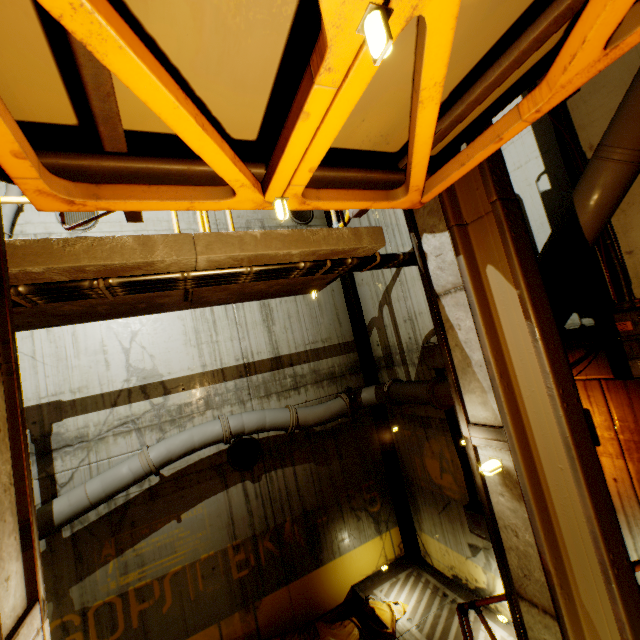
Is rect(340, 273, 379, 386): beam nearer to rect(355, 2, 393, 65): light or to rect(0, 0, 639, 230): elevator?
rect(0, 0, 639, 230): elevator

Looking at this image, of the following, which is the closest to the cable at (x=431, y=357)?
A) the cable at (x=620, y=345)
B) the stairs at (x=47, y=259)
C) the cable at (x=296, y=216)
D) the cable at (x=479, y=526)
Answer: the cable at (x=479, y=526)

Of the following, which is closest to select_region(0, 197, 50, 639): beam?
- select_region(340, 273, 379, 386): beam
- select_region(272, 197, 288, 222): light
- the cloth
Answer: select_region(272, 197, 288, 222): light

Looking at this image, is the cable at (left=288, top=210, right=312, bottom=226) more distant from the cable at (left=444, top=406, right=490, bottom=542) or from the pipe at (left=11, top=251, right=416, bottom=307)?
the cable at (left=444, top=406, right=490, bottom=542)

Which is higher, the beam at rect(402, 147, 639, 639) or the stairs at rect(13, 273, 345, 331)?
the stairs at rect(13, 273, 345, 331)

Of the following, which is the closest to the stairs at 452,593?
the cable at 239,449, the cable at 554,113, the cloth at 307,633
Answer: the cloth at 307,633

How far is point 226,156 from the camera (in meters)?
1.49

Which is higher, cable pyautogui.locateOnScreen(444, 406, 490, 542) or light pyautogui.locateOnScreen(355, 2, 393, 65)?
light pyautogui.locateOnScreen(355, 2, 393, 65)
